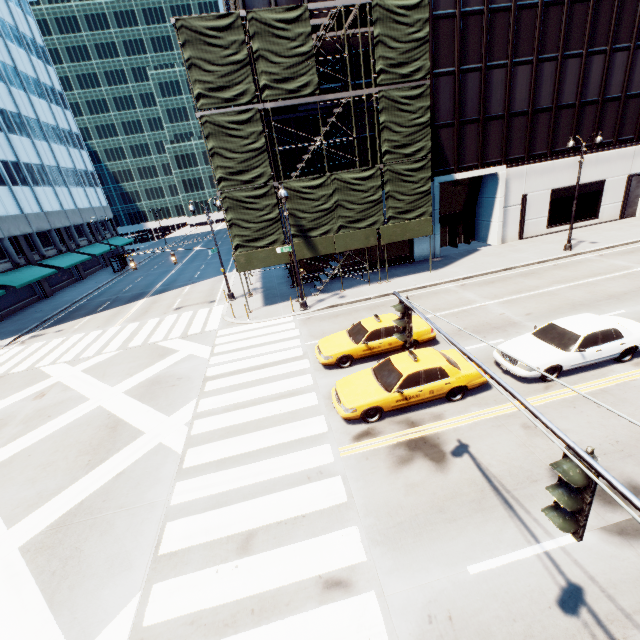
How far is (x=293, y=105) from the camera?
18.98m

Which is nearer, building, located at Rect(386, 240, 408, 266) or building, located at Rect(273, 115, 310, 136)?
building, located at Rect(273, 115, 310, 136)

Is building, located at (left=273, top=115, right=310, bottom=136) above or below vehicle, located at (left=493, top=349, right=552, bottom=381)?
above

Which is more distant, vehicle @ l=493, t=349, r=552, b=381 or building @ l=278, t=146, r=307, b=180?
building @ l=278, t=146, r=307, b=180

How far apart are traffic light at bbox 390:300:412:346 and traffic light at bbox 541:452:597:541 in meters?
3.2

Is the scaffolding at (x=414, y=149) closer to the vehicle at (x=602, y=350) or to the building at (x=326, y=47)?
the building at (x=326, y=47)

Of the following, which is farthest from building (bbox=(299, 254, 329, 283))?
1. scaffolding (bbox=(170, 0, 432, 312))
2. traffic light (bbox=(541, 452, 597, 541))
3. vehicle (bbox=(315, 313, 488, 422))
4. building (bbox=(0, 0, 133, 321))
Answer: building (bbox=(0, 0, 133, 321))

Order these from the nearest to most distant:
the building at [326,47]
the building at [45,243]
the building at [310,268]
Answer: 1. the building at [326,47]
2. the building at [310,268]
3. the building at [45,243]
